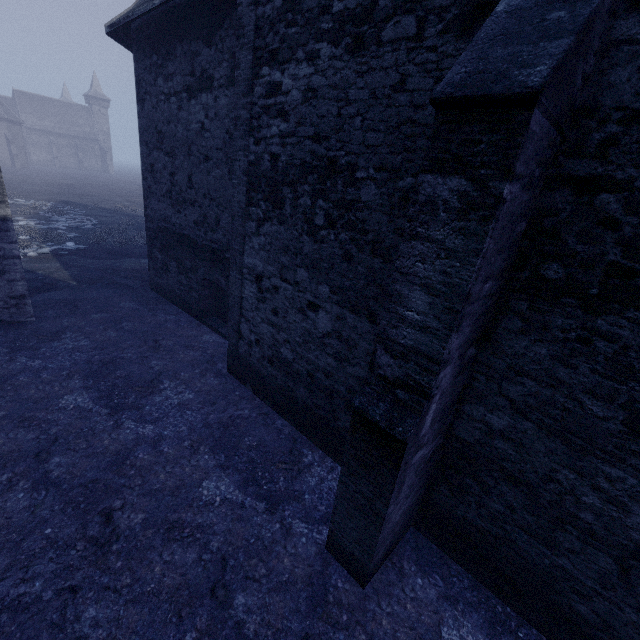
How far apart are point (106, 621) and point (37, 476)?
2.3 meters
